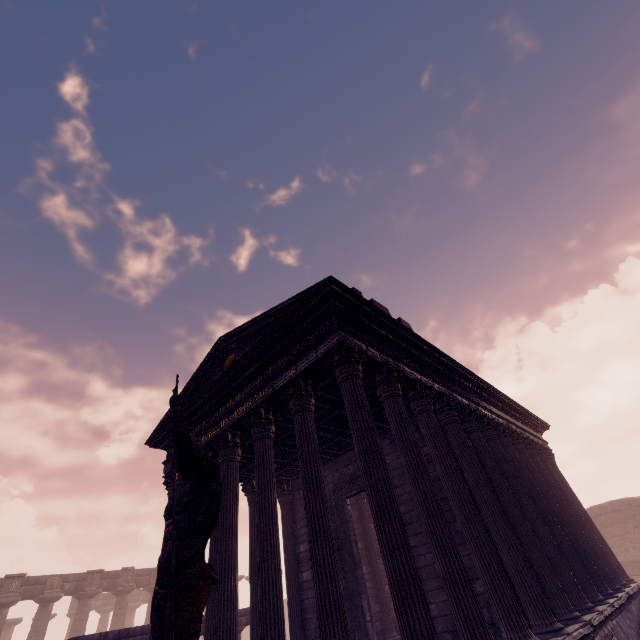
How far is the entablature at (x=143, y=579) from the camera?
23.8m

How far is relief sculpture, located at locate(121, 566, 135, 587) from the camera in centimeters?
2309cm

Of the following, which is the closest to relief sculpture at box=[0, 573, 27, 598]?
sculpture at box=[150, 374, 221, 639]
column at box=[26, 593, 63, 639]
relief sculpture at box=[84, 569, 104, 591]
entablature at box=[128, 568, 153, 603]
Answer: entablature at box=[128, 568, 153, 603]

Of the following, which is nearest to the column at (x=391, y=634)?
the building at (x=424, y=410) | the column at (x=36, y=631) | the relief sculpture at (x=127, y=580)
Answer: the building at (x=424, y=410)

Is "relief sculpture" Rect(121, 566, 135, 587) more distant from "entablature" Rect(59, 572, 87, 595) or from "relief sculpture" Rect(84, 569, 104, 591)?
"relief sculpture" Rect(84, 569, 104, 591)

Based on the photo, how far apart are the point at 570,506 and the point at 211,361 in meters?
14.8

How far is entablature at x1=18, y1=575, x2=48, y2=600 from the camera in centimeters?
1978cm

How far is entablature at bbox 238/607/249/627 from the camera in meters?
12.9
